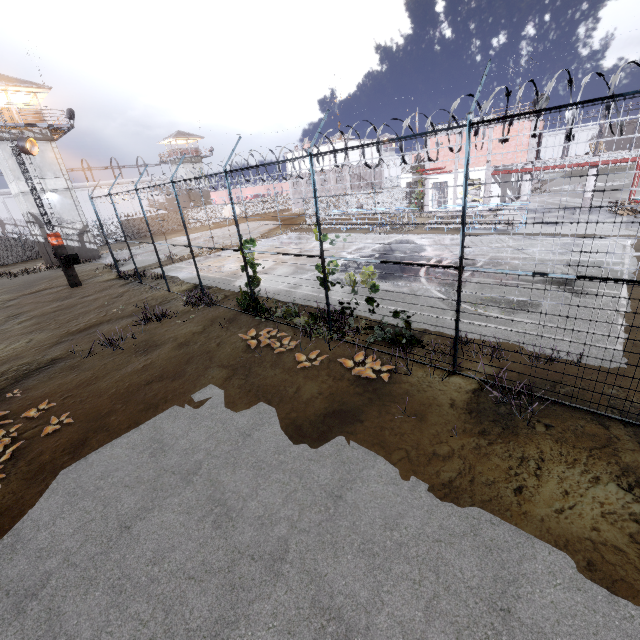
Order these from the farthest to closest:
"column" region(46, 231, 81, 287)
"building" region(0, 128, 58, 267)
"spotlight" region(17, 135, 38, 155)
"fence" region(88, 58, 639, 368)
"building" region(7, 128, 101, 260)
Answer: "building" region(7, 128, 101, 260) < "building" region(0, 128, 58, 267) < "column" region(46, 231, 81, 287) < "spotlight" region(17, 135, 38, 155) < "fence" region(88, 58, 639, 368)

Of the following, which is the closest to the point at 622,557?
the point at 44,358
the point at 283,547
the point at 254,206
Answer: the point at 283,547

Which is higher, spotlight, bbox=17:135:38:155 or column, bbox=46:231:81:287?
spotlight, bbox=17:135:38:155

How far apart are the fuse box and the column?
0.0m

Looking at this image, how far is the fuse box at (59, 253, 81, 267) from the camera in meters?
21.4 m

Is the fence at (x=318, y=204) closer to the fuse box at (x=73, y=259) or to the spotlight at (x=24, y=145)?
the fuse box at (x=73, y=259)

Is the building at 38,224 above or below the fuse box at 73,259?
above

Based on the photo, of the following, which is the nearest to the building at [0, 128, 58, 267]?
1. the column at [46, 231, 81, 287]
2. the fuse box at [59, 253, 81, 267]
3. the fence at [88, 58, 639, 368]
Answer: the fence at [88, 58, 639, 368]
